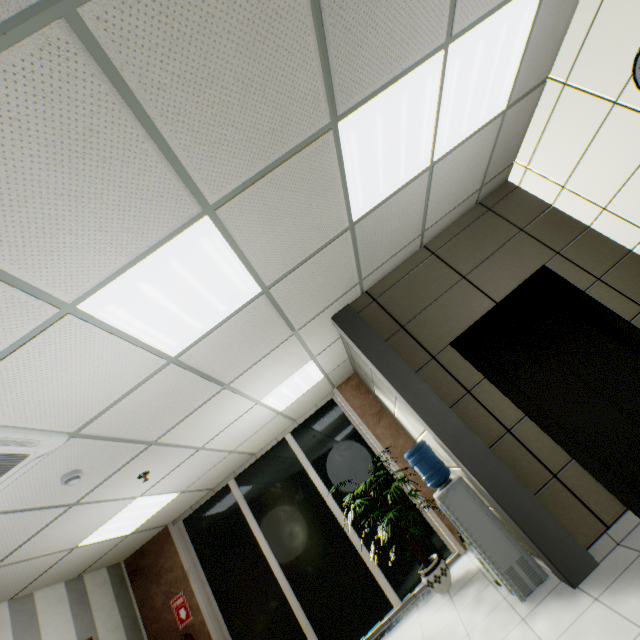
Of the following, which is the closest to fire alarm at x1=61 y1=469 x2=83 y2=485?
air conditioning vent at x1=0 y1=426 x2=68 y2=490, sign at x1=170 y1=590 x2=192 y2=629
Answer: air conditioning vent at x1=0 y1=426 x2=68 y2=490

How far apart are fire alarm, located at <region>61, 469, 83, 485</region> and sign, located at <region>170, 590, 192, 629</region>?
4.0 meters

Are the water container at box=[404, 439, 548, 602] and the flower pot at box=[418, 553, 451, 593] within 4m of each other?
yes

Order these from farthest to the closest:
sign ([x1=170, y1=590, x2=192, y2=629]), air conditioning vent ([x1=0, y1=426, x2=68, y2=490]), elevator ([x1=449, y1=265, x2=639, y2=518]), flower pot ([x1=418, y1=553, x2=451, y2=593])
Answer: sign ([x1=170, y1=590, x2=192, y2=629]) < flower pot ([x1=418, y1=553, x2=451, y2=593]) < elevator ([x1=449, y1=265, x2=639, y2=518]) < air conditioning vent ([x1=0, y1=426, x2=68, y2=490])

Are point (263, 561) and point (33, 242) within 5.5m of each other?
no

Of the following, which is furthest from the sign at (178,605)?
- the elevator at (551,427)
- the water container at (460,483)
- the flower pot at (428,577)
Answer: the elevator at (551,427)

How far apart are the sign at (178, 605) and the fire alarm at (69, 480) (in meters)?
3.98

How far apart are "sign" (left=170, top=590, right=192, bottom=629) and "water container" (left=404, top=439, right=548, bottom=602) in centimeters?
478cm
